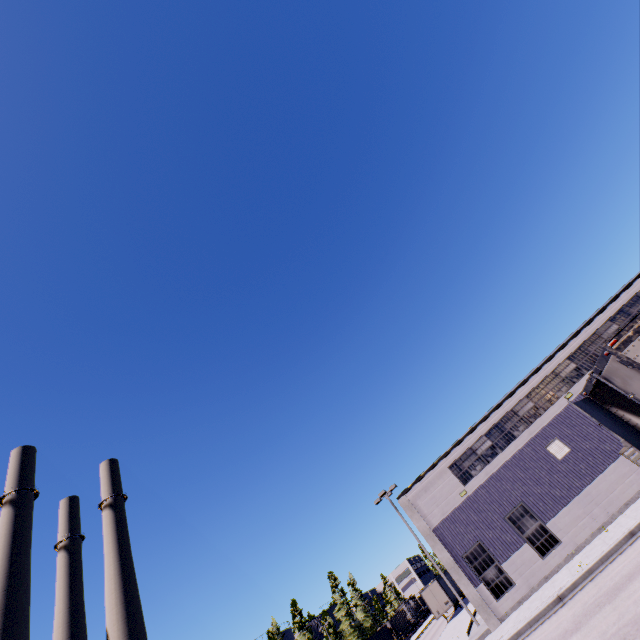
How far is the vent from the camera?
19.75m

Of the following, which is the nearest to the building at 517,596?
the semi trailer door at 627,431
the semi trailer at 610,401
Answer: the semi trailer at 610,401

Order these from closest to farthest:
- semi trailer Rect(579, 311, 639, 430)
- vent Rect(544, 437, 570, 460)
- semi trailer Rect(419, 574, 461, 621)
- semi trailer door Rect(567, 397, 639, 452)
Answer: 1. semi trailer Rect(579, 311, 639, 430)
2. semi trailer door Rect(567, 397, 639, 452)
3. vent Rect(544, 437, 570, 460)
4. semi trailer Rect(419, 574, 461, 621)

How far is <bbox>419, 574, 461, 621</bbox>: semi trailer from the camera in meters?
36.0

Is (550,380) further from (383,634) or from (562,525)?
(383,634)

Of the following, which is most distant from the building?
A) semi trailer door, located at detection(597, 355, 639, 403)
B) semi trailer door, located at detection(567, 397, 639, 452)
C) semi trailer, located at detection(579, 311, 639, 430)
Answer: semi trailer door, located at detection(567, 397, 639, 452)

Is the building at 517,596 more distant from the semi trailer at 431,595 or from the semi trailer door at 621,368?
the semi trailer door at 621,368

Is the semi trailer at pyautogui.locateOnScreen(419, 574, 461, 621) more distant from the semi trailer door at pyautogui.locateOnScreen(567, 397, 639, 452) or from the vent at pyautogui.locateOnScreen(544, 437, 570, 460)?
the vent at pyautogui.locateOnScreen(544, 437, 570, 460)
